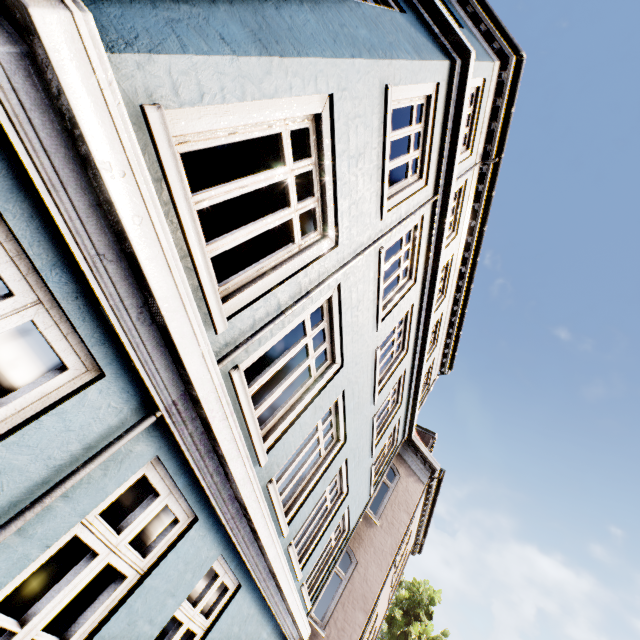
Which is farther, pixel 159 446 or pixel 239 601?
pixel 239 601
